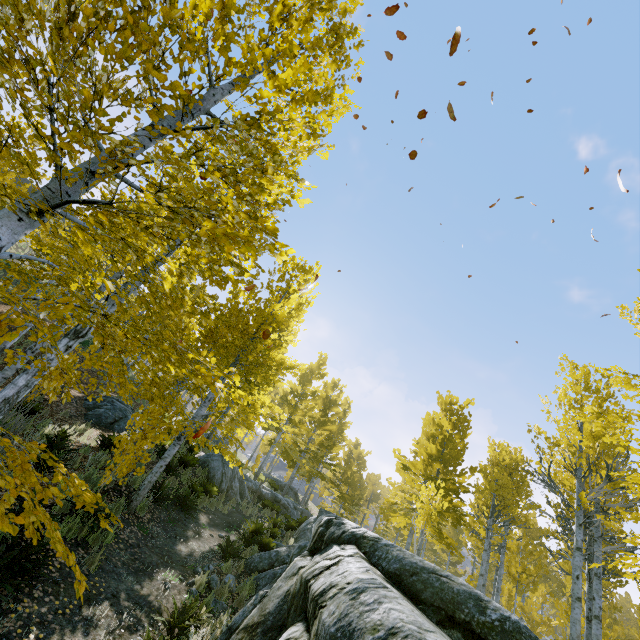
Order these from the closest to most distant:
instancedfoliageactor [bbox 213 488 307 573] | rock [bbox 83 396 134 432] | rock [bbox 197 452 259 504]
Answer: instancedfoliageactor [bbox 213 488 307 573]
rock [bbox 83 396 134 432]
rock [bbox 197 452 259 504]

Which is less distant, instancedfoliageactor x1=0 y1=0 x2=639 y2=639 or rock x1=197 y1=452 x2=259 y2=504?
instancedfoliageactor x1=0 y1=0 x2=639 y2=639

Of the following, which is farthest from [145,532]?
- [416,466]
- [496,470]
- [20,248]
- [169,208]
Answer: [20,248]

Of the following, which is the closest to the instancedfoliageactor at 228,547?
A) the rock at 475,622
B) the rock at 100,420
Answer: the rock at 475,622

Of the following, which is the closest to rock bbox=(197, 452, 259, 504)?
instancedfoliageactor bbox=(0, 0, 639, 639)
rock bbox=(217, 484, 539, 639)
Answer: instancedfoliageactor bbox=(0, 0, 639, 639)

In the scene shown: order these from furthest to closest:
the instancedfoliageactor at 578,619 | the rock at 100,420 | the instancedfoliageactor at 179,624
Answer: the rock at 100,420
the instancedfoliageactor at 179,624
the instancedfoliageactor at 578,619

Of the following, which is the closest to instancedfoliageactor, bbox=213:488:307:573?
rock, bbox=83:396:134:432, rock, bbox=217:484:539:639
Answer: rock, bbox=217:484:539:639
